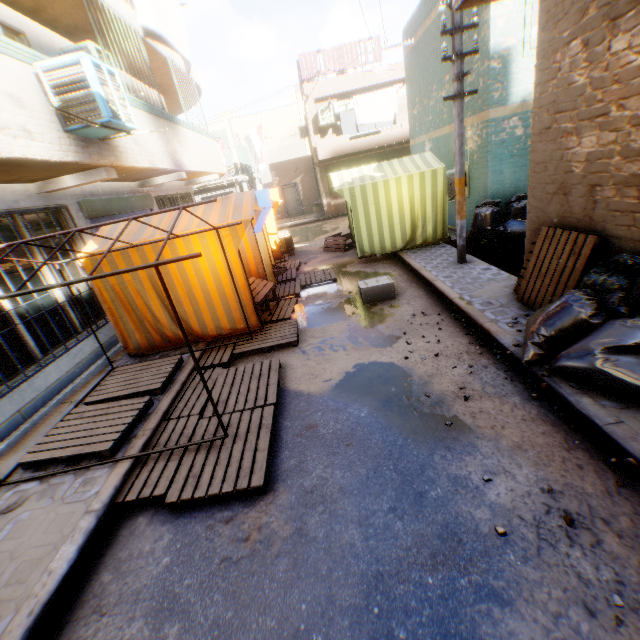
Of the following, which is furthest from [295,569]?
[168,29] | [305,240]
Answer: [305,240]

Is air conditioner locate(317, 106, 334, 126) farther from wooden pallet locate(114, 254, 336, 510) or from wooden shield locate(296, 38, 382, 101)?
wooden pallet locate(114, 254, 336, 510)

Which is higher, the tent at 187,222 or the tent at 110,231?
the tent at 110,231

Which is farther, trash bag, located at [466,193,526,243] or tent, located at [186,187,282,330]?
trash bag, located at [466,193,526,243]

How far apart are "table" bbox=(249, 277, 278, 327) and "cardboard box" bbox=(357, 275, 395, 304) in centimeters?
126cm

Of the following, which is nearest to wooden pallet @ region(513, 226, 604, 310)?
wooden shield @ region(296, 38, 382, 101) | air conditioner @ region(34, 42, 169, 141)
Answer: air conditioner @ region(34, 42, 169, 141)

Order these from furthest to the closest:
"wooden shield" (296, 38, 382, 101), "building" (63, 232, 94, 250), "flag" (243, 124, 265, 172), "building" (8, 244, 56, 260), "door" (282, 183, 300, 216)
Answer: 1. "door" (282, 183, 300, 216)
2. "wooden shield" (296, 38, 382, 101)
3. "flag" (243, 124, 265, 172)
4. "building" (63, 232, 94, 250)
5. "building" (8, 244, 56, 260)

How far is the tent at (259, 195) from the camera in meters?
5.7
